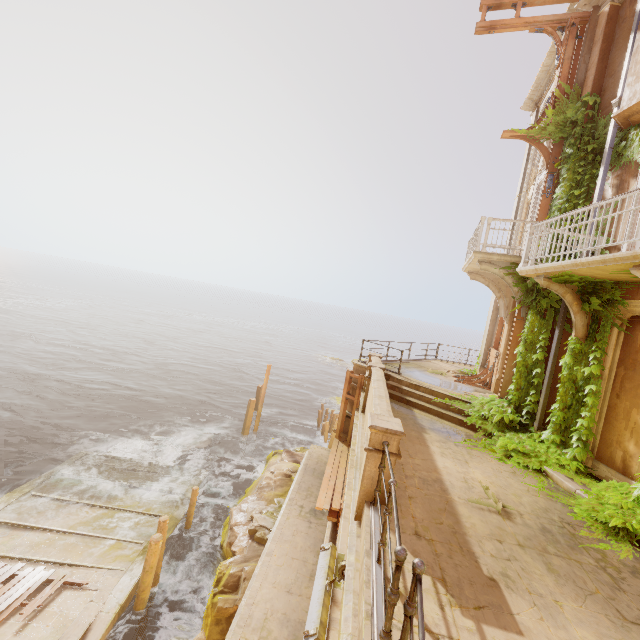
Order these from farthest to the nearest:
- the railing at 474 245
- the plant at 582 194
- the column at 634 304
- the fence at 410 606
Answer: the plant at 582 194 < the column at 634 304 < the railing at 474 245 < the fence at 410 606

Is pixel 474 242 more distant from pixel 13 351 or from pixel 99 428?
pixel 13 351

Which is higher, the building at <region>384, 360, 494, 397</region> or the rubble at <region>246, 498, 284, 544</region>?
the building at <region>384, 360, 494, 397</region>

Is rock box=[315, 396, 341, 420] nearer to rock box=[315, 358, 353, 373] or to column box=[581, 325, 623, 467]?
rock box=[315, 358, 353, 373]

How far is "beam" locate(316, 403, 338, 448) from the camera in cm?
2253

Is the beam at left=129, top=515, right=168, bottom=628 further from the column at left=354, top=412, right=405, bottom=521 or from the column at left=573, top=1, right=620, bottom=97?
the column at left=573, top=1, right=620, bottom=97

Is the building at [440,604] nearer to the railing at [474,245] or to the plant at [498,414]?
the plant at [498,414]

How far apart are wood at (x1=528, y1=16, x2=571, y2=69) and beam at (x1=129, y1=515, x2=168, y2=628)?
18.9 meters
